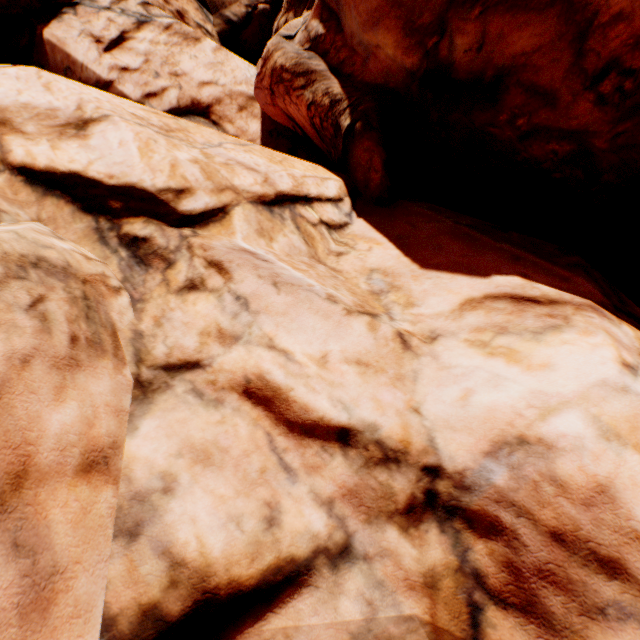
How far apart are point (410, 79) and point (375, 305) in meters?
5.6
